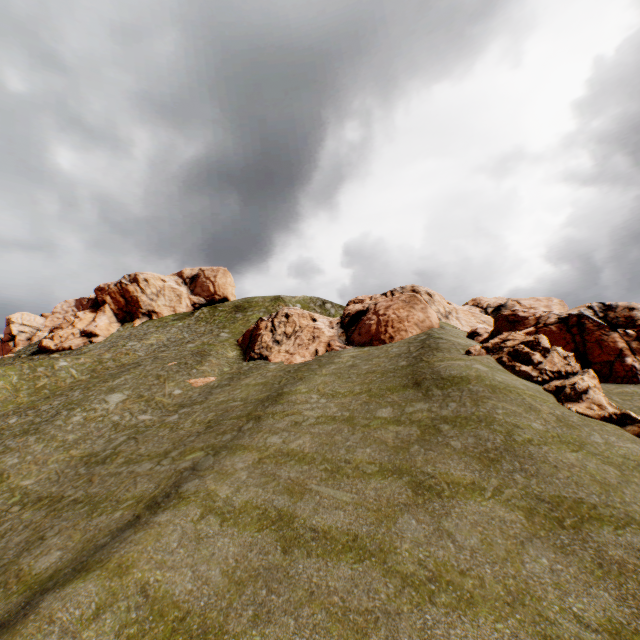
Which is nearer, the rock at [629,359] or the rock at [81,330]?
the rock at [629,359]

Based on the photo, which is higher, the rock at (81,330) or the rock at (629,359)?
the rock at (81,330)

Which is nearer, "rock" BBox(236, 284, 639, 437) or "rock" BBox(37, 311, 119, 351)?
"rock" BBox(236, 284, 639, 437)

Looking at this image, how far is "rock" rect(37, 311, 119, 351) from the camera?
53.3 meters

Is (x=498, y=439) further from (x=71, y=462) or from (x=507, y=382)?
(x=71, y=462)

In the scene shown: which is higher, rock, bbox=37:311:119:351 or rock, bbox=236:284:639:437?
rock, bbox=37:311:119:351
